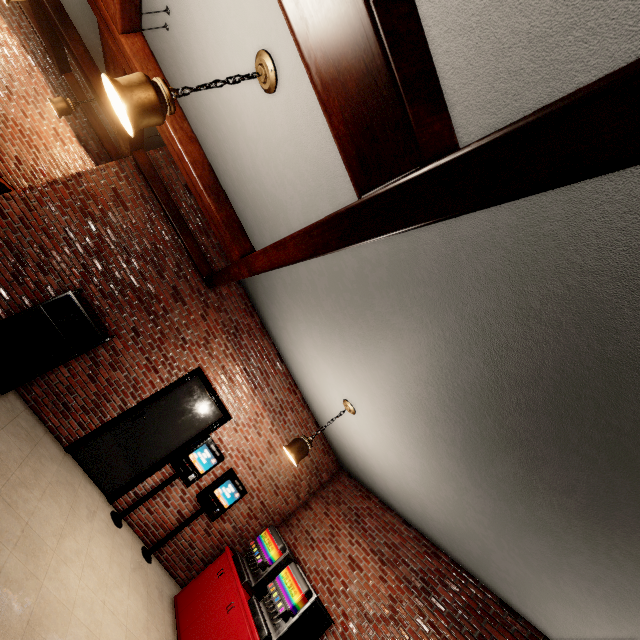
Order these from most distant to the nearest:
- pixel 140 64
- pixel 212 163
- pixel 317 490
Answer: pixel 317 490 < pixel 212 163 < pixel 140 64
